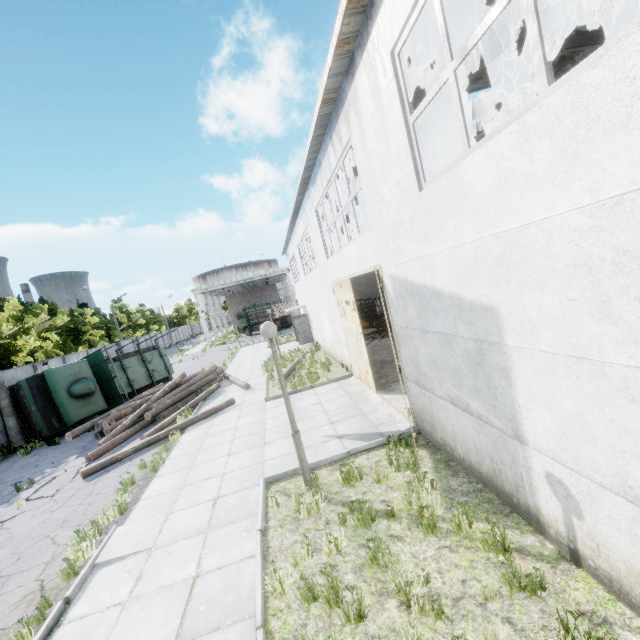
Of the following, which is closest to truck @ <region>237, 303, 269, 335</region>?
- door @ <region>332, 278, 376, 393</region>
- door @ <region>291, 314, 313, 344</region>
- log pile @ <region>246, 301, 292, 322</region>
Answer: log pile @ <region>246, 301, 292, 322</region>

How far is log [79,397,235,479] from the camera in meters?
9.8

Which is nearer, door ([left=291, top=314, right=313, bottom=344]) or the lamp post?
the lamp post

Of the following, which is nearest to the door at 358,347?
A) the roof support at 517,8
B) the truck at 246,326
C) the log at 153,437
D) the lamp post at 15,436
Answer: the roof support at 517,8

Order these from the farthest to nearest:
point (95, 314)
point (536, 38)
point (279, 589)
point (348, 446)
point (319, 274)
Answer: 1. point (95, 314)
2. point (319, 274)
3. point (348, 446)
4. point (279, 589)
5. point (536, 38)

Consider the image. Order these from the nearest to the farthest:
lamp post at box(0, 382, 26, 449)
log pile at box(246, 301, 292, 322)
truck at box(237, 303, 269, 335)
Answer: lamp post at box(0, 382, 26, 449), log pile at box(246, 301, 292, 322), truck at box(237, 303, 269, 335)

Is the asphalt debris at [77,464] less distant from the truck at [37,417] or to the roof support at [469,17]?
the truck at [37,417]

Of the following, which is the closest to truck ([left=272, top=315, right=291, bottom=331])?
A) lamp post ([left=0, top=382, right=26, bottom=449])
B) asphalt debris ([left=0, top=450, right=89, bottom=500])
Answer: lamp post ([left=0, top=382, right=26, bottom=449])
